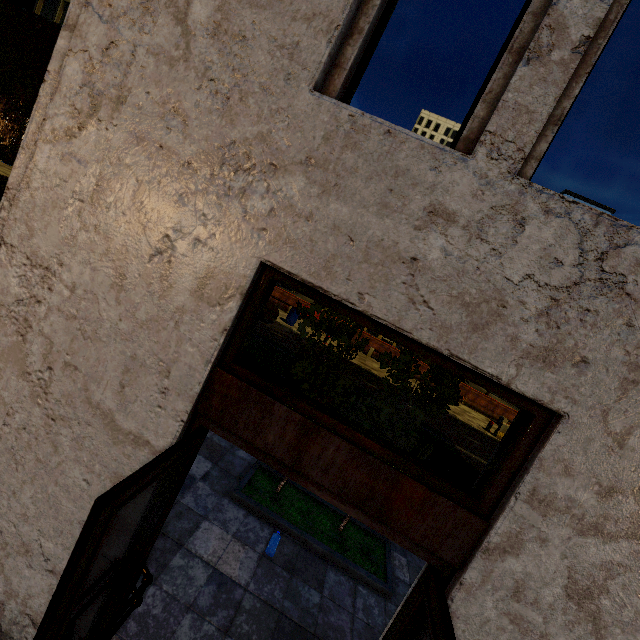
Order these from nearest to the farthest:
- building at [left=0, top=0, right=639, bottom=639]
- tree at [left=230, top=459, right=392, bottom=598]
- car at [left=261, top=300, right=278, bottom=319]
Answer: building at [left=0, top=0, right=639, bottom=639] → tree at [left=230, top=459, right=392, bottom=598] → car at [left=261, top=300, right=278, bottom=319]

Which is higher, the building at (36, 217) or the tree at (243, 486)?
the building at (36, 217)

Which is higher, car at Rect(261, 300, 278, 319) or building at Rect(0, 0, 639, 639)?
building at Rect(0, 0, 639, 639)

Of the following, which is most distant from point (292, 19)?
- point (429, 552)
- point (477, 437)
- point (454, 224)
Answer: point (477, 437)

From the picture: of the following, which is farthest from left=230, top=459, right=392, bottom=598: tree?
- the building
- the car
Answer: the car

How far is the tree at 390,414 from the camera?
4.5m
